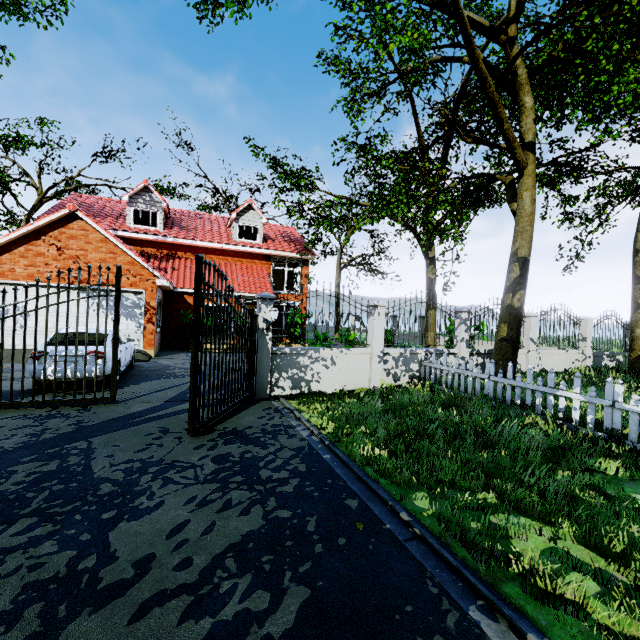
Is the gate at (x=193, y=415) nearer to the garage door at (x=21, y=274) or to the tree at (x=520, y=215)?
the tree at (x=520, y=215)

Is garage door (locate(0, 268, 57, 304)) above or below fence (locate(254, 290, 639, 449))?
above

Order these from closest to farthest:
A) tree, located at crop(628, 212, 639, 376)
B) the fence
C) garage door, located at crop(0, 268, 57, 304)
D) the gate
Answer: the gate
the fence
tree, located at crop(628, 212, 639, 376)
garage door, located at crop(0, 268, 57, 304)

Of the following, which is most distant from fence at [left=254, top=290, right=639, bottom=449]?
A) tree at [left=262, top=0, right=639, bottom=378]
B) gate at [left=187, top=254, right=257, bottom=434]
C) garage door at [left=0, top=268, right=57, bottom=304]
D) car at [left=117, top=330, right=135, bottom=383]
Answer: garage door at [left=0, top=268, right=57, bottom=304]

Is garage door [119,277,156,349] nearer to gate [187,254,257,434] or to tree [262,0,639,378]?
tree [262,0,639,378]

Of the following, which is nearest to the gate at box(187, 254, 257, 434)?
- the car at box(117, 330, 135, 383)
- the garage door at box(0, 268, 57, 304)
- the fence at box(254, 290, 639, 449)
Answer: the fence at box(254, 290, 639, 449)

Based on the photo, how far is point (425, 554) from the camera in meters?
2.9

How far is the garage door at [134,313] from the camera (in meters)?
13.44
